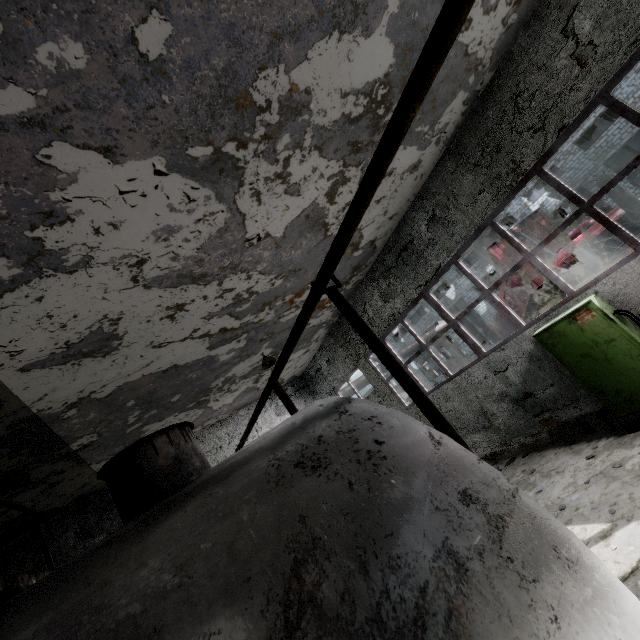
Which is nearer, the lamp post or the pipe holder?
the pipe holder

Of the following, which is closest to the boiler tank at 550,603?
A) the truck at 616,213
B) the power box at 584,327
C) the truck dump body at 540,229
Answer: the power box at 584,327

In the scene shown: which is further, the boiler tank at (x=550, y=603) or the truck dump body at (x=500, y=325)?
the truck dump body at (x=500, y=325)

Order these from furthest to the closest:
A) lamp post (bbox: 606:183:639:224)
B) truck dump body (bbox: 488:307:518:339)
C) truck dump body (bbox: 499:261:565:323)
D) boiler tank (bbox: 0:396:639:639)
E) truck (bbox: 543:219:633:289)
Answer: truck dump body (bbox: 488:307:518:339), truck dump body (bbox: 499:261:565:323), truck (bbox: 543:219:633:289), lamp post (bbox: 606:183:639:224), boiler tank (bbox: 0:396:639:639)

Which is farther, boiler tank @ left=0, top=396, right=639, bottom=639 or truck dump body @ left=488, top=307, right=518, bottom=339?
truck dump body @ left=488, top=307, right=518, bottom=339

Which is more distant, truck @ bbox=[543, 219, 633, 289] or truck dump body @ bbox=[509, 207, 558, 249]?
truck dump body @ bbox=[509, 207, 558, 249]

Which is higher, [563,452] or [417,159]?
[417,159]

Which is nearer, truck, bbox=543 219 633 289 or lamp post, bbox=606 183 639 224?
lamp post, bbox=606 183 639 224
